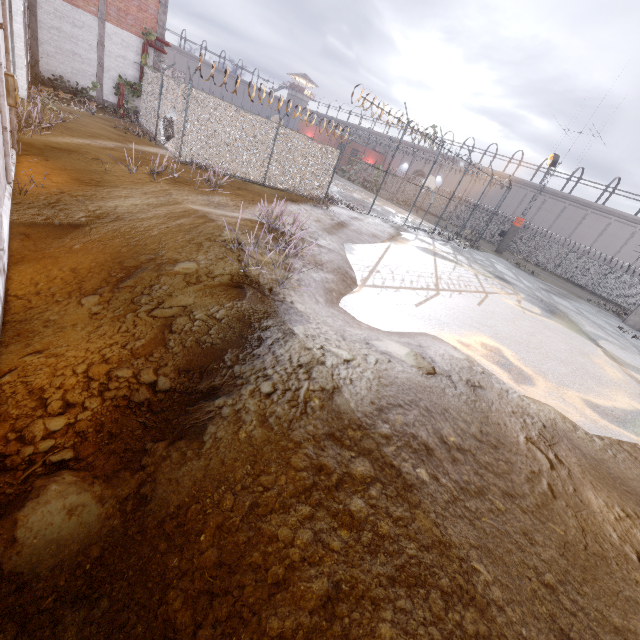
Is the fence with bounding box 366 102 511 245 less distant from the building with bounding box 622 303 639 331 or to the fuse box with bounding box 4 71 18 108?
the fuse box with bounding box 4 71 18 108

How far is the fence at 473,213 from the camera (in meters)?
21.88

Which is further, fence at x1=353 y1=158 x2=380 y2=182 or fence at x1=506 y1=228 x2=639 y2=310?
fence at x1=506 y1=228 x2=639 y2=310

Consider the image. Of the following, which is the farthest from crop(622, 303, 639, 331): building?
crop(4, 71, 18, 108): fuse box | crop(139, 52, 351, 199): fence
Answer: crop(4, 71, 18, 108): fuse box

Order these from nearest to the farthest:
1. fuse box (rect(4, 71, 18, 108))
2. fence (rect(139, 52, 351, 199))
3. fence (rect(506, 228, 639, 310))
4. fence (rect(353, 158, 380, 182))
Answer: fuse box (rect(4, 71, 18, 108)) < fence (rect(139, 52, 351, 199)) < fence (rect(353, 158, 380, 182)) < fence (rect(506, 228, 639, 310))

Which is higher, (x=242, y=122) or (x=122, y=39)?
(x=122, y=39)
